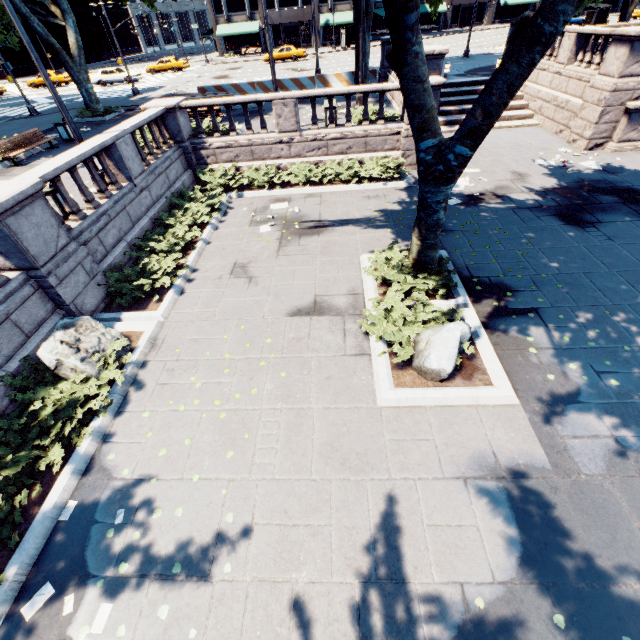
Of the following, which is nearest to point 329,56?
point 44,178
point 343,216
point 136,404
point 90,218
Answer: point 343,216

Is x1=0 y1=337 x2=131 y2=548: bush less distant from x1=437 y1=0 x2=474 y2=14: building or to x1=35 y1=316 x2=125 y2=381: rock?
x1=35 y1=316 x2=125 y2=381: rock

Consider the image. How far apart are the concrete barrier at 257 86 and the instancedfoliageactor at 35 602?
25.5 meters

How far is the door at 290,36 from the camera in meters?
50.4 m

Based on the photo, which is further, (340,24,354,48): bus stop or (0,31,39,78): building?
(0,31,39,78): building

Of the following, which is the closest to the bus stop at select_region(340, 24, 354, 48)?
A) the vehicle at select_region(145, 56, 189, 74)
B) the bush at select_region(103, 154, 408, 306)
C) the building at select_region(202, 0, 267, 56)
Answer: the building at select_region(202, 0, 267, 56)

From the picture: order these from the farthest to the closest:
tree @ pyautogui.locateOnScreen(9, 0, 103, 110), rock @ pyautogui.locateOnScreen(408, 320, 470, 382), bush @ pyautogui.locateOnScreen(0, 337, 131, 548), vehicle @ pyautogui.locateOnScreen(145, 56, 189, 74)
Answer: vehicle @ pyautogui.locateOnScreen(145, 56, 189, 74) → tree @ pyautogui.locateOnScreen(9, 0, 103, 110) → rock @ pyautogui.locateOnScreen(408, 320, 470, 382) → bush @ pyautogui.locateOnScreen(0, 337, 131, 548)

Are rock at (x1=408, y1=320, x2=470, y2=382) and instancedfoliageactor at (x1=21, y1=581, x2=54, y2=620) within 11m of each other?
yes
